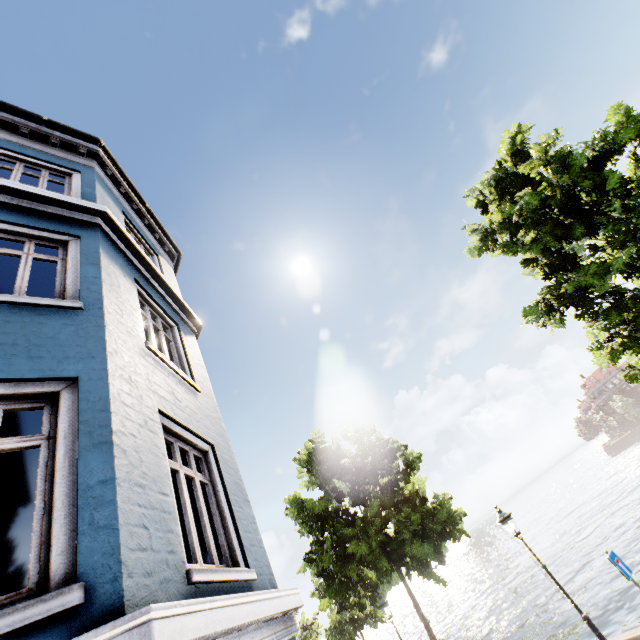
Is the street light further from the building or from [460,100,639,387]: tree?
the building

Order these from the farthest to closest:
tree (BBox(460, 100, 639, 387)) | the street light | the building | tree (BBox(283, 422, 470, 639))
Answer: tree (BBox(283, 422, 470, 639)) < the street light < tree (BBox(460, 100, 639, 387)) < the building

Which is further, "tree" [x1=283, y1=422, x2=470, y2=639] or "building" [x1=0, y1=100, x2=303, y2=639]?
"tree" [x1=283, y1=422, x2=470, y2=639]

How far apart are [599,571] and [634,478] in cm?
3278

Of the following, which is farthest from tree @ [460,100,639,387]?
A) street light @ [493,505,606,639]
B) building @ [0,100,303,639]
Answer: building @ [0,100,303,639]

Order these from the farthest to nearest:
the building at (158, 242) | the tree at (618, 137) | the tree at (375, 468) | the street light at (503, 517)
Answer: the tree at (375, 468) < the street light at (503, 517) < the tree at (618, 137) < the building at (158, 242)

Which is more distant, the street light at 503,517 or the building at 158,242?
the street light at 503,517
